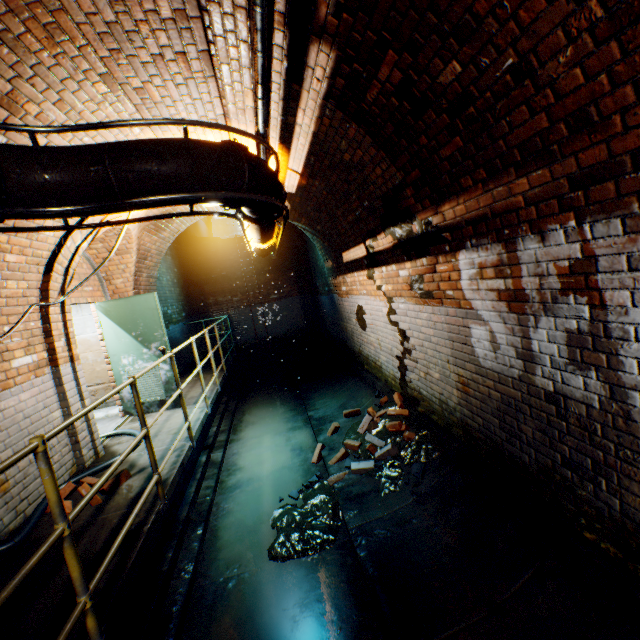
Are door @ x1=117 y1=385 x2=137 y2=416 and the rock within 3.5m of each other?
no

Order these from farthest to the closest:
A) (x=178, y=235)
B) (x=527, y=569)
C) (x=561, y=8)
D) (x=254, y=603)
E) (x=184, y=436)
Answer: (x=178, y=235) → (x=184, y=436) → (x=254, y=603) → (x=527, y=569) → (x=561, y=8)

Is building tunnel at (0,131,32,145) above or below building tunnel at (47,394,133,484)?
above

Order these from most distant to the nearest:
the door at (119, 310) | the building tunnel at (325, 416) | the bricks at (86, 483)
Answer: the door at (119, 310) → the bricks at (86, 483) → the building tunnel at (325, 416)

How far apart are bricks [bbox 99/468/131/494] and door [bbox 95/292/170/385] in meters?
2.1 m

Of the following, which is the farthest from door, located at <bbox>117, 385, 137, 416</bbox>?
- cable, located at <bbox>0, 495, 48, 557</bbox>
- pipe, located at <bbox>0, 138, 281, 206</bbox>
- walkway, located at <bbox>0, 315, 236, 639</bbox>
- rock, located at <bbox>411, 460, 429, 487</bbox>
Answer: rock, located at <bbox>411, 460, 429, 487</bbox>

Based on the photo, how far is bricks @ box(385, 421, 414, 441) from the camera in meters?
4.3 m

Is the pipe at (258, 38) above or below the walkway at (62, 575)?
above
